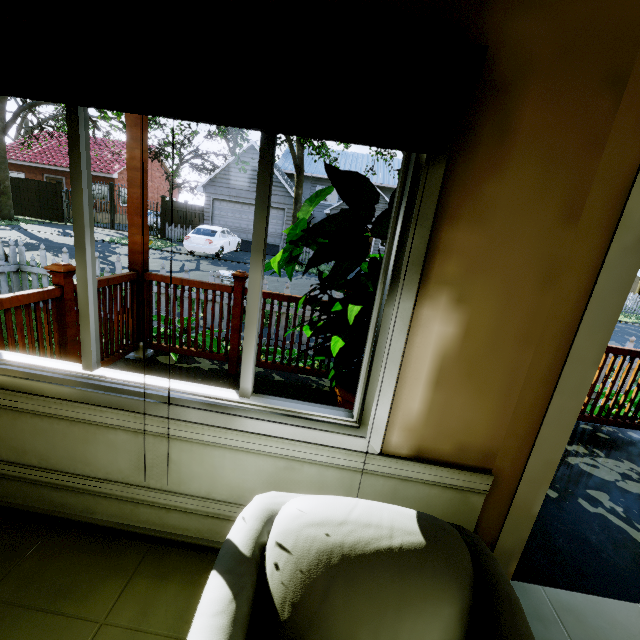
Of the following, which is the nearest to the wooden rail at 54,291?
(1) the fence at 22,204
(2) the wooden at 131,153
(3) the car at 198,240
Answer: (2) the wooden at 131,153

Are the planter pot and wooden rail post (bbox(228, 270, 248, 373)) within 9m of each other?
yes

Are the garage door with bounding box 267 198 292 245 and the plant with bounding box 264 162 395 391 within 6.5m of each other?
no

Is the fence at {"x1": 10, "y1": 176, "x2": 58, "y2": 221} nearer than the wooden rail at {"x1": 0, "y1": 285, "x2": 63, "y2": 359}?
No

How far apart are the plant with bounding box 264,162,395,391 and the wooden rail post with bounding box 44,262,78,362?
1.8m

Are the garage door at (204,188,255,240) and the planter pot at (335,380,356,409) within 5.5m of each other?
no

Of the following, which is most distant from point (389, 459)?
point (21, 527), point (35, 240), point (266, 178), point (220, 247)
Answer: point (35, 240)

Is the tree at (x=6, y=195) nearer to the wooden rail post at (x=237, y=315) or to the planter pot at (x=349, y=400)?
the wooden rail post at (x=237, y=315)
